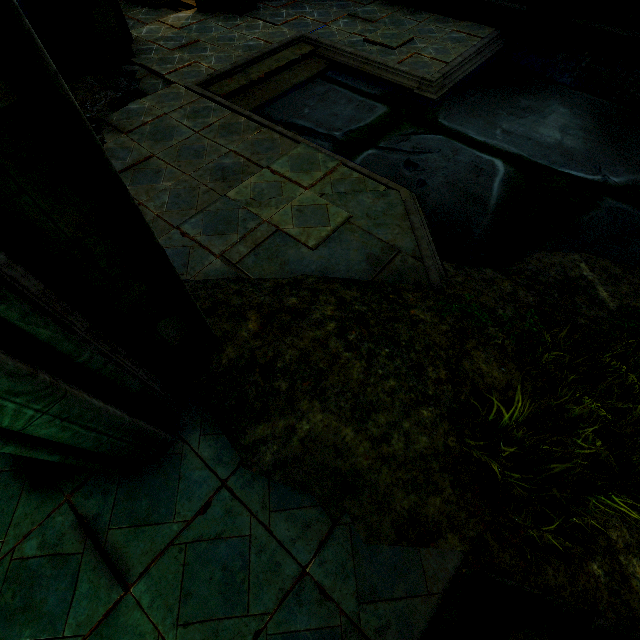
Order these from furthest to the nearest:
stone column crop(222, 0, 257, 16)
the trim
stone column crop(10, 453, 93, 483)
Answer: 1. stone column crop(222, 0, 257, 16)
2. the trim
3. stone column crop(10, 453, 93, 483)

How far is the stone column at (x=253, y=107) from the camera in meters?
6.1

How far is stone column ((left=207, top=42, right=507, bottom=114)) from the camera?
6.07m

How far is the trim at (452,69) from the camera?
4.0 meters

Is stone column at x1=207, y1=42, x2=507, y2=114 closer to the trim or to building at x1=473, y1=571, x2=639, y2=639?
the trim

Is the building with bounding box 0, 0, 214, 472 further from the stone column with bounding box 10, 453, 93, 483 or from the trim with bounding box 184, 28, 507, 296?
the trim with bounding box 184, 28, 507, 296

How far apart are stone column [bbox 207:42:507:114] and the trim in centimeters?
1cm

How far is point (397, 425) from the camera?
2.51m
